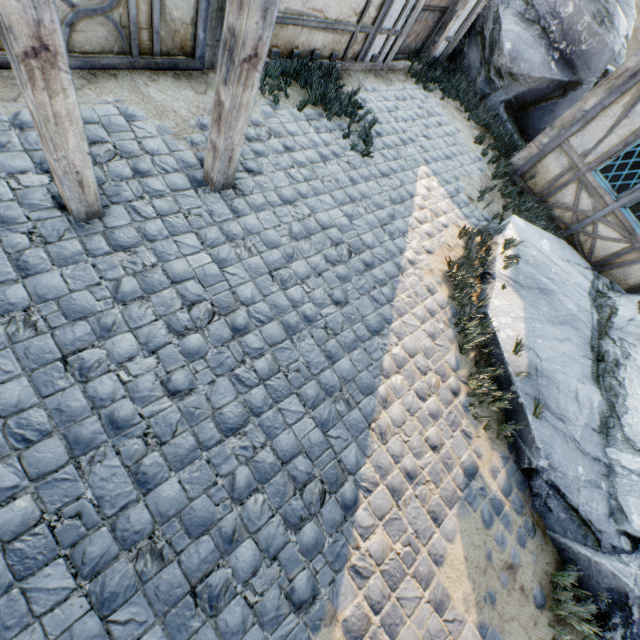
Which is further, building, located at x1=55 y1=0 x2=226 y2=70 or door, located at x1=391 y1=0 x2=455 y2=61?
door, located at x1=391 y1=0 x2=455 y2=61

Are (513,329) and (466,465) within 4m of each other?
yes

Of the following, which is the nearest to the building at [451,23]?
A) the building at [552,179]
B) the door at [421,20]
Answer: the door at [421,20]

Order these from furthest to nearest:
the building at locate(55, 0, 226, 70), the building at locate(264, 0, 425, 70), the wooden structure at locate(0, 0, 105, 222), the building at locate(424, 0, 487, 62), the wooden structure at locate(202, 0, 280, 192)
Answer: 1. the building at locate(424, 0, 487, 62)
2. the building at locate(264, 0, 425, 70)
3. the building at locate(55, 0, 226, 70)
4. the wooden structure at locate(202, 0, 280, 192)
5. the wooden structure at locate(0, 0, 105, 222)

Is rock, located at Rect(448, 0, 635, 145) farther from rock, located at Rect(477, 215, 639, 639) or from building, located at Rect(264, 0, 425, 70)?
rock, located at Rect(477, 215, 639, 639)

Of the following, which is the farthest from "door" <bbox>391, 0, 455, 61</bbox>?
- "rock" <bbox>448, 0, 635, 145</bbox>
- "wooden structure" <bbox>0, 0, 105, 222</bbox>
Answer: "wooden structure" <bbox>0, 0, 105, 222</bbox>

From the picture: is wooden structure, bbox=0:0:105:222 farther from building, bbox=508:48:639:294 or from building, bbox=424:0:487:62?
building, bbox=508:48:639:294

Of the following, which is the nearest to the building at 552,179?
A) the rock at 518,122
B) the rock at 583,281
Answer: the rock at 583,281
